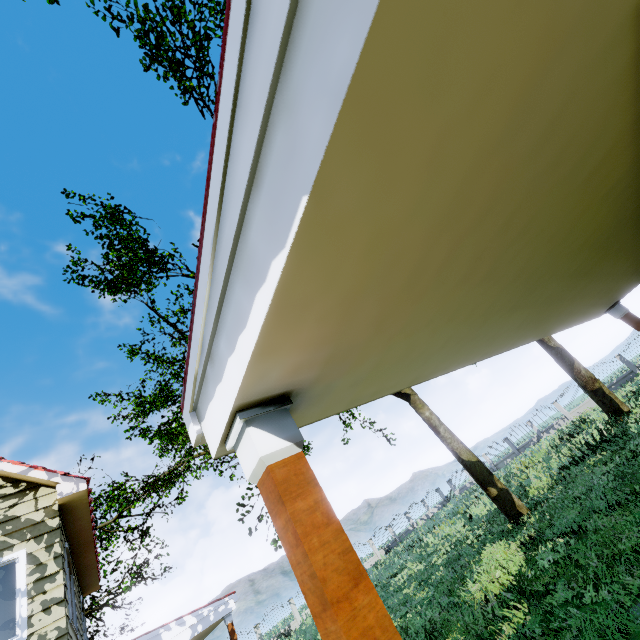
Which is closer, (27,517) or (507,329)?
(507,329)

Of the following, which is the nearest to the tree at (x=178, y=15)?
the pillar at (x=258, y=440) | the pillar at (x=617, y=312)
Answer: the pillar at (x=258, y=440)

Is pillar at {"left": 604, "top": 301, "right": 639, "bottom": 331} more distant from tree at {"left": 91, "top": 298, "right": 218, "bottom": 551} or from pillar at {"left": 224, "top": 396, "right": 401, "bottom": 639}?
tree at {"left": 91, "top": 298, "right": 218, "bottom": 551}

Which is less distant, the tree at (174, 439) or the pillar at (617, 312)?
the pillar at (617, 312)

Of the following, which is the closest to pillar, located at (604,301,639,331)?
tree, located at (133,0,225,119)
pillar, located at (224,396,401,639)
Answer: pillar, located at (224,396,401,639)
